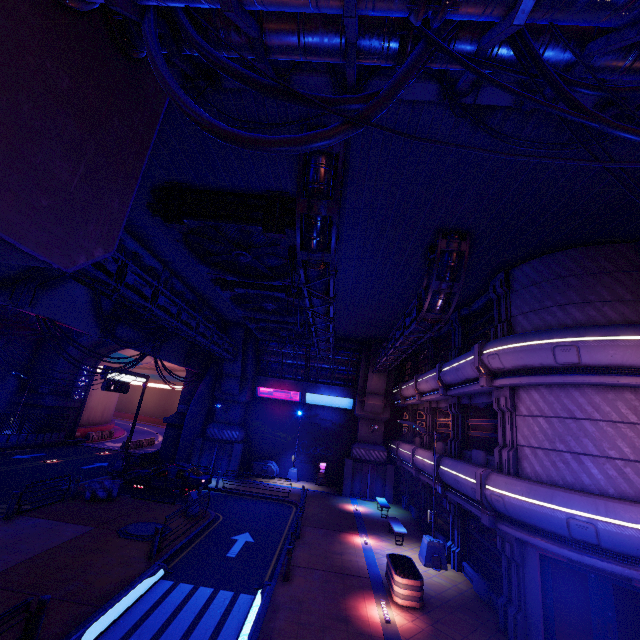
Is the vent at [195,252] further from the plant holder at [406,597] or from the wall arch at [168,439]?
the wall arch at [168,439]

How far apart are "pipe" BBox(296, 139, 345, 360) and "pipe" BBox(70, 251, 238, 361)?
7.1m

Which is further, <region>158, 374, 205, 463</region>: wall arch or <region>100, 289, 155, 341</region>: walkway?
<region>158, 374, 205, 463</region>: wall arch

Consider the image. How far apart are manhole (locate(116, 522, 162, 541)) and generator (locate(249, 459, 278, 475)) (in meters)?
13.65

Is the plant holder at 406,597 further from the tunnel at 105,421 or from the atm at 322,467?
the tunnel at 105,421

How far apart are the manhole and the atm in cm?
1574

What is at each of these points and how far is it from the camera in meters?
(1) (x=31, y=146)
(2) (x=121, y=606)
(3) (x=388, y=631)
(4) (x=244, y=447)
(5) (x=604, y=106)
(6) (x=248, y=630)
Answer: (1) walkway, 4.2
(2) floor crosswalk, 9.1
(3) beam, 9.4
(4) pillar, 28.4
(5) walkway, 6.2
(6) floor crosswalk, 8.8

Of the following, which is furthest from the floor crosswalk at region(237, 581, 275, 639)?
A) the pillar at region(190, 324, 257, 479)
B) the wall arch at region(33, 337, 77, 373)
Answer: the wall arch at region(33, 337, 77, 373)
